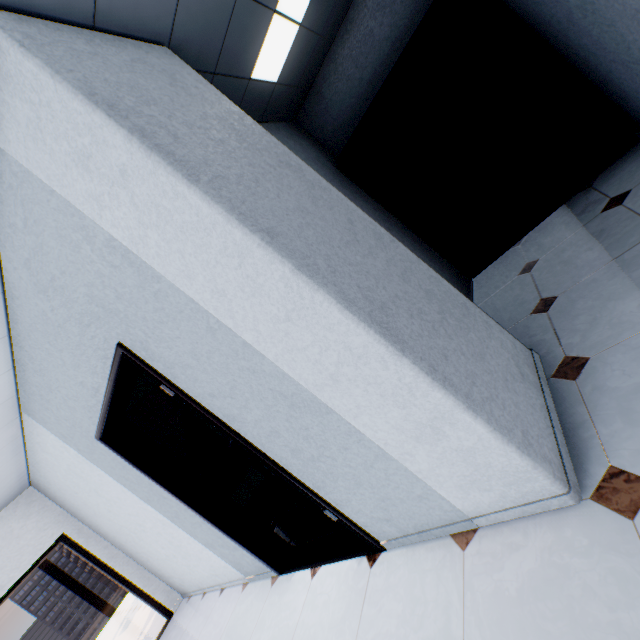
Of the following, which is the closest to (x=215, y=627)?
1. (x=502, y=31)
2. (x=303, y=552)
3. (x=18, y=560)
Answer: (x=303, y=552)

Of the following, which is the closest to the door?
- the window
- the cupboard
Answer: the cupboard

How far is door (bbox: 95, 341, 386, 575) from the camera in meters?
2.0

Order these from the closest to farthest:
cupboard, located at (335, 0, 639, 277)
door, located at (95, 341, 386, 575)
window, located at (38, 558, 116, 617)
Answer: door, located at (95, 341, 386, 575), cupboard, located at (335, 0, 639, 277), window, located at (38, 558, 116, 617)

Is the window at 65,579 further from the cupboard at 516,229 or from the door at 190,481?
the cupboard at 516,229

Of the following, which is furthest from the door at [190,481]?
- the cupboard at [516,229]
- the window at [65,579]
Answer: the window at [65,579]

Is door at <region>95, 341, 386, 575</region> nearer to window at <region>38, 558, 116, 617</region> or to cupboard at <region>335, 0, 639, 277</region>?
cupboard at <region>335, 0, 639, 277</region>
